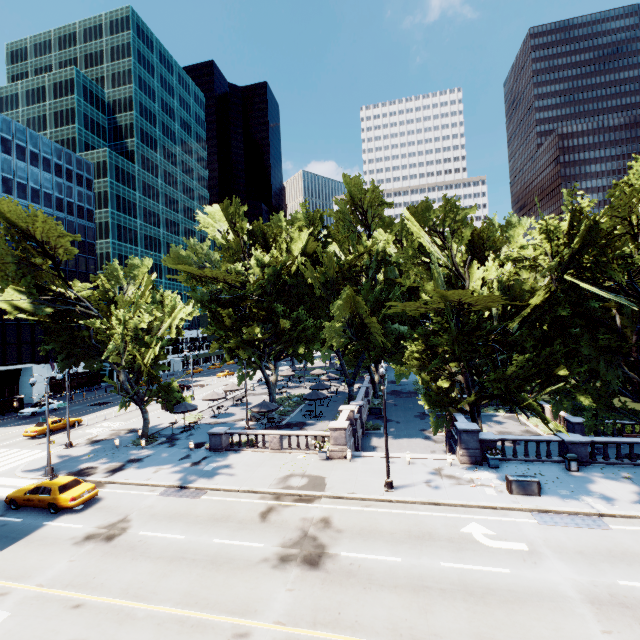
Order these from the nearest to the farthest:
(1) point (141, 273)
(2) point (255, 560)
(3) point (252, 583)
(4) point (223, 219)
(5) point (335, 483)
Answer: (3) point (252, 583)
(2) point (255, 560)
(5) point (335, 483)
(1) point (141, 273)
(4) point (223, 219)

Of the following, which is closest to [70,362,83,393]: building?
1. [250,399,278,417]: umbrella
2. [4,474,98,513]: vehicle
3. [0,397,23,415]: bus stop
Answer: [0,397,23,415]: bus stop

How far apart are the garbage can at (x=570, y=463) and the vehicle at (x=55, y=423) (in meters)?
45.90

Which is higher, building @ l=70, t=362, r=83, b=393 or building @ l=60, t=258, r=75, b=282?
building @ l=60, t=258, r=75, b=282

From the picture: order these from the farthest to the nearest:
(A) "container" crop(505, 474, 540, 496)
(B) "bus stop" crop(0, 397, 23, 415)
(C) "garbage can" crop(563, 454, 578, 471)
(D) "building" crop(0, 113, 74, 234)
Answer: (D) "building" crop(0, 113, 74, 234) < (B) "bus stop" crop(0, 397, 23, 415) < (C) "garbage can" crop(563, 454, 578, 471) < (A) "container" crop(505, 474, 540, 496)

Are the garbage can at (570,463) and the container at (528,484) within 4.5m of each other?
yes

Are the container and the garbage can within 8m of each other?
yes

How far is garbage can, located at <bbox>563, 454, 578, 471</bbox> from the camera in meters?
19.8 m
